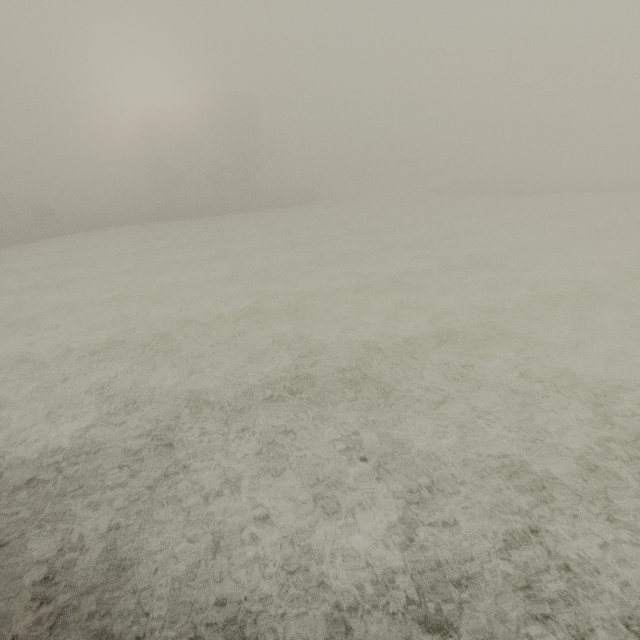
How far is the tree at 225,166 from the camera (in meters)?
44.88

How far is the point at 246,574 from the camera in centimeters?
468cm

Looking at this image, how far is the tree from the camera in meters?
44.9 m
